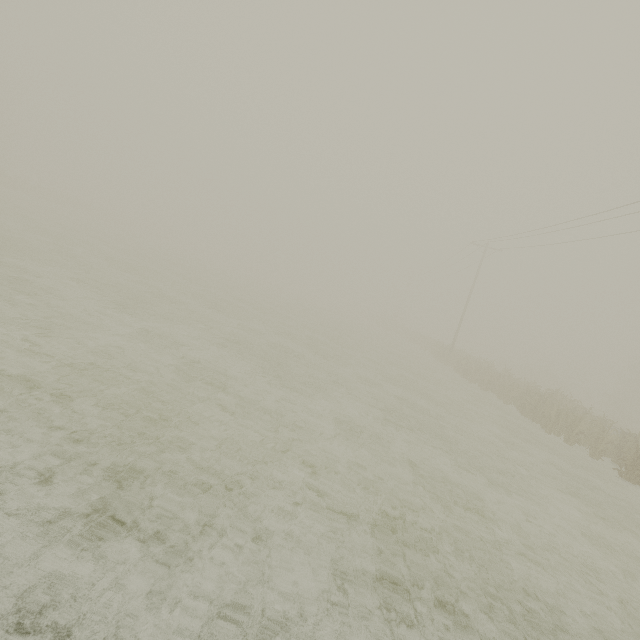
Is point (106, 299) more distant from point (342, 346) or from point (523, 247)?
point (523, 247)
